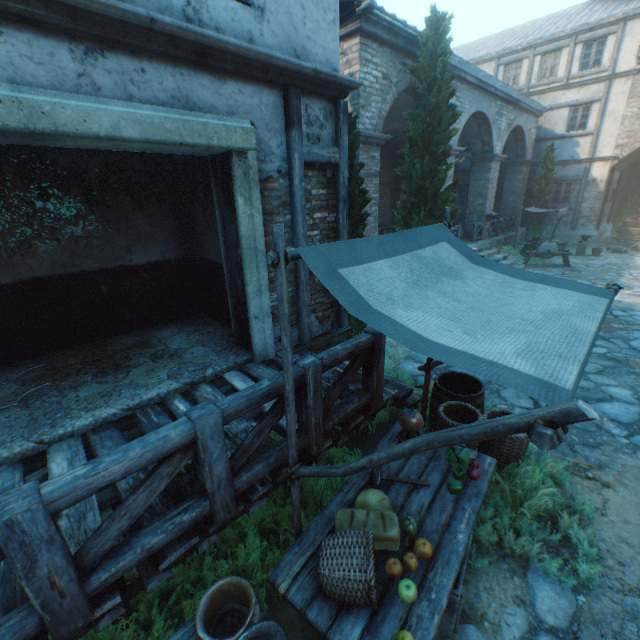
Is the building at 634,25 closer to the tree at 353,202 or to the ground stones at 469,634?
the tree at 353,202

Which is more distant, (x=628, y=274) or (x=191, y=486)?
(x=628, y=274)

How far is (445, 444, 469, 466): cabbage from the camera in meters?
3.2 m

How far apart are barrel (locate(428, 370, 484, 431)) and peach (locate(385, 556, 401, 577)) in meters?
1.9 m

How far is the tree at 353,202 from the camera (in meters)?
5.64

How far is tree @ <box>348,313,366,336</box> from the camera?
6.7 meters

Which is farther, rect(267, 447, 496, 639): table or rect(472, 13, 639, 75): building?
rect(472, 13, 639, 75): building

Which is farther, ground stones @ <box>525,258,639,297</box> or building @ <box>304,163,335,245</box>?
ground stones @ <box>525,258,639,297</box>
